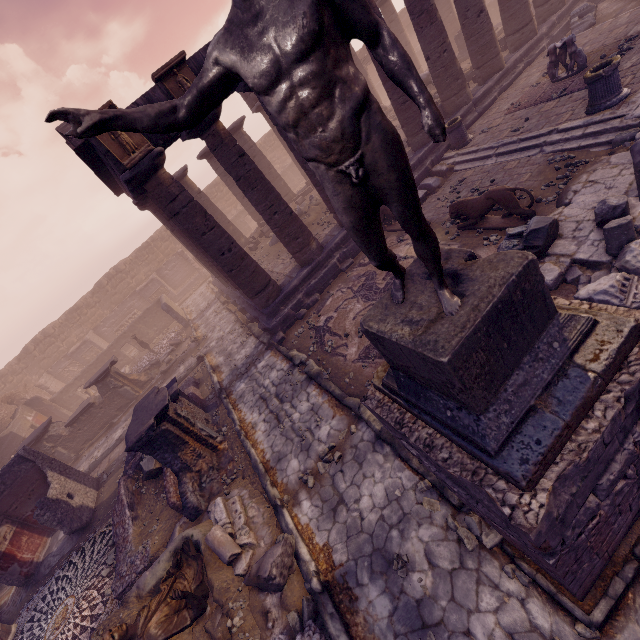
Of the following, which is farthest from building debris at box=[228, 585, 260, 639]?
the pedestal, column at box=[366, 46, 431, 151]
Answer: column at box=[366, 46, 431, 151]

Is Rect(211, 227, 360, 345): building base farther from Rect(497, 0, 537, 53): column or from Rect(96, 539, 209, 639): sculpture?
Rect(96, 539, 209, 639): sculpture

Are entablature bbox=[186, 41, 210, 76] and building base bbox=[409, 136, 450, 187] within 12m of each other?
yes

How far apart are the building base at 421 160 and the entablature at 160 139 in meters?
5.3 m

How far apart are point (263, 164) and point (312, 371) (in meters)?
16.03

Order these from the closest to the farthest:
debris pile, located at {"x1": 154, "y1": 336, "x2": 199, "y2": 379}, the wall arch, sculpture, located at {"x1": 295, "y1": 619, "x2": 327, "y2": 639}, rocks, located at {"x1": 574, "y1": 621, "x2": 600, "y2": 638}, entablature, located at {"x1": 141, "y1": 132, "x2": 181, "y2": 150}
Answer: rocks, located at {"x1": 574, "y1": 621, "x2": 600, "y2": 638}
sculpture, located at {"x1": 295, "y1": 619, "x2": 327, "y2": 639}
entablature, located at {"x1": 141, "y1": 132, "x2": 181, "y2": 150}
debris pile, located at {"x1": 154, "y1": 336, "x2": 199, "y2": 379}
the wall arch

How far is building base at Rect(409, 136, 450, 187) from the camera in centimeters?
1221cm
